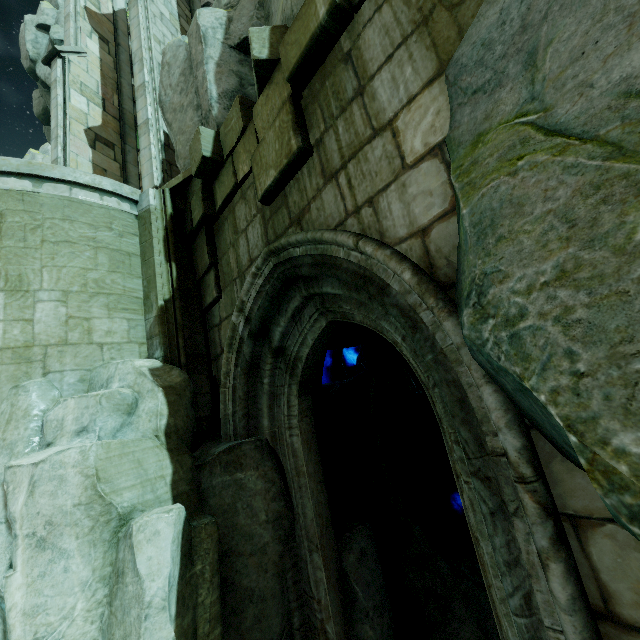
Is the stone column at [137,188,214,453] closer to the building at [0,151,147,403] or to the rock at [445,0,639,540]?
the building at [0,151,147,403]

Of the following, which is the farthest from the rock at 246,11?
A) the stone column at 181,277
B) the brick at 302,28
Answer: the stone column at 181,277

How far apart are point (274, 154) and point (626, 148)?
3.2 meters

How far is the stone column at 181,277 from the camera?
5.0m

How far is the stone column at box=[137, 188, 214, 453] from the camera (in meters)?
4.96

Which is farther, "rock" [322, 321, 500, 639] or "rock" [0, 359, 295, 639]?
"rock" [322, 321, 500, 639]

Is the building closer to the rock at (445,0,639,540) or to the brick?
the rock at (445,0,639,540)

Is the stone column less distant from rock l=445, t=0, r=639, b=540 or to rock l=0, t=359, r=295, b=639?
rock l=0, t=359, r=295, b=639
